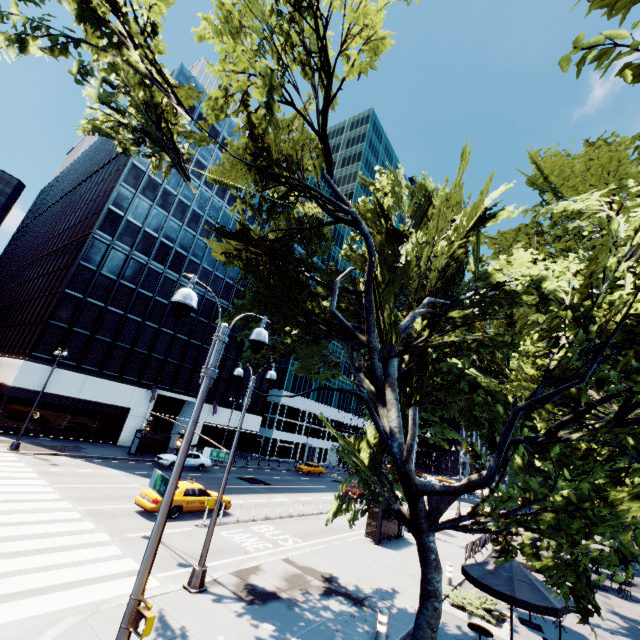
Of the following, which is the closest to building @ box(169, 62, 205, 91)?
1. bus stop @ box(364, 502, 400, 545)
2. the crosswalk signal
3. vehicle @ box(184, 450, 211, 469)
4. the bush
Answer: vehicle @ box(184, 450, 211, 469)

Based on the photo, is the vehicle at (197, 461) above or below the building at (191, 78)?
below

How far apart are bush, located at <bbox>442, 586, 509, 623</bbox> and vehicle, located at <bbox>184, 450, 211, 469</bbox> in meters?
23.1

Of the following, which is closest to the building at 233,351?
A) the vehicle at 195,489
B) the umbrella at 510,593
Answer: the vehicle at 195,489

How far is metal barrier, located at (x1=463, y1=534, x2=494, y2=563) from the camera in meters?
18.9

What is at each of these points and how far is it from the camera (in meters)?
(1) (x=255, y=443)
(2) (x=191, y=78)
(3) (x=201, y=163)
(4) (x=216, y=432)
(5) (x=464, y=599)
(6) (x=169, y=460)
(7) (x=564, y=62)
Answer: (1) building, 48.47
(2) building, 41.75
(3) building, 42.56
(4) building, 43.19
(5) bush, 13.68
(6) vehicle, 28.03
(7) tree, 3.67

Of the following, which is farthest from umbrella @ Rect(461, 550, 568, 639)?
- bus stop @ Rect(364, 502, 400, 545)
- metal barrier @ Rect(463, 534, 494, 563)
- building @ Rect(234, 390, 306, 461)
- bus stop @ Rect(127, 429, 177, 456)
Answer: building @ Rect(234, 390, 306, 461)
